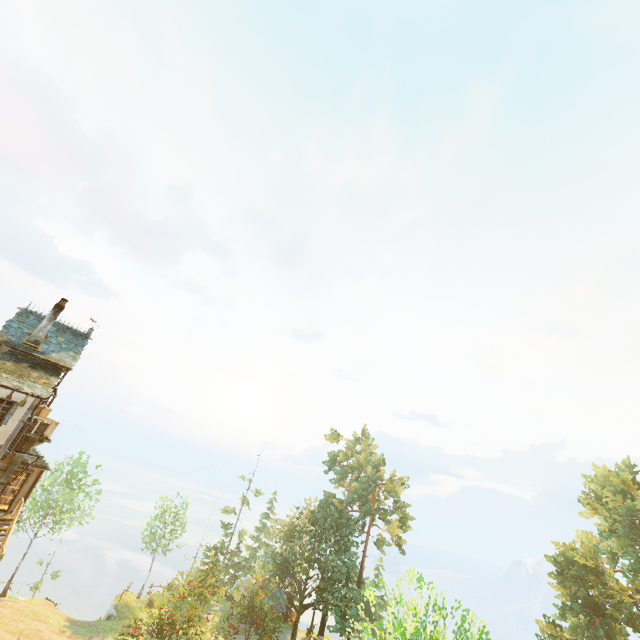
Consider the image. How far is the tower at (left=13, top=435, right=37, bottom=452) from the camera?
17.8m

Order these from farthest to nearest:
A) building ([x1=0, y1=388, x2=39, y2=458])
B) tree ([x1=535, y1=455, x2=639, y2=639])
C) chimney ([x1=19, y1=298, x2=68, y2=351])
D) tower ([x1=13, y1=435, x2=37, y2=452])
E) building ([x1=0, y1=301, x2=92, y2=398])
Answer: tree ([x1=535, y1=455, x2=639, y2=639]), chimney ([x1=19, y1=298, x2=68, y2=351]), tower ([x1=13, y1=435, x2=37, y2=452]), building ([x1=0, y1=301, x2=92, y2=398]), building ([x1=0, y1=388, x2=39, y2=458])

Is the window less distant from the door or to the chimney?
the chimney

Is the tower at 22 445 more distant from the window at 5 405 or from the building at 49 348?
the window at 5 405

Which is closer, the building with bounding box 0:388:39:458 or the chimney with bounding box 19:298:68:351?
the building with bounding box 0:388:39:458

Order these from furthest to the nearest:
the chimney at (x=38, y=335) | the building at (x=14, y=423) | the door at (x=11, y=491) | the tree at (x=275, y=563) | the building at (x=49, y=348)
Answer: the door at (x=11, y=491), the chimney at (x=38, y=335), the building at (x=49, y=348), the building at (x=14, y=423), the tree at (x=275, y=563)

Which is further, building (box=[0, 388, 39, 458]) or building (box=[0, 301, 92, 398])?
building (box=[0, 301, 92, 398])

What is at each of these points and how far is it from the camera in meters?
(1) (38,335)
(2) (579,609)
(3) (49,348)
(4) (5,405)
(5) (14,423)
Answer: (1) chimney, 19.5 m
(2) tree, 26.0 m
(3) building, 20.1 m
(4) window, 16.7 m
(5) building, 16.8 m
